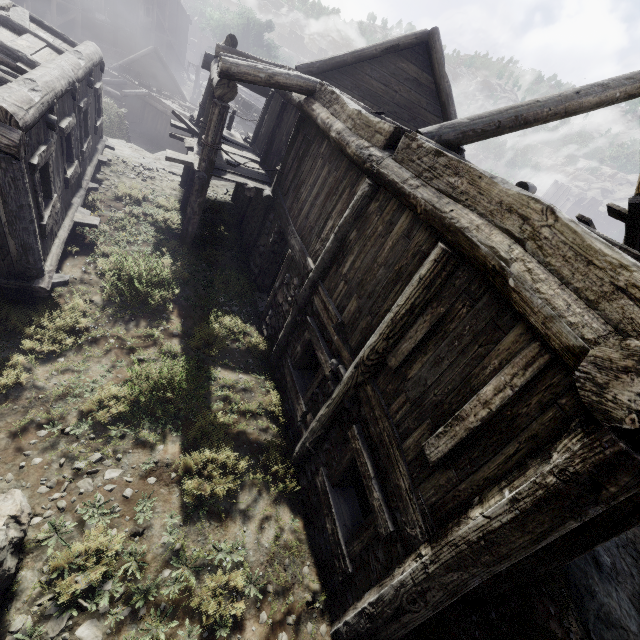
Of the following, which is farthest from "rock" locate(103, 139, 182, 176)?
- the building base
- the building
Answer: the building base

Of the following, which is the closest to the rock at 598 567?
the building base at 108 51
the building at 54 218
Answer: the building at 54 218

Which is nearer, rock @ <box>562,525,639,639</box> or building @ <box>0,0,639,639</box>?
building @ <box>0,0,639,639</box>

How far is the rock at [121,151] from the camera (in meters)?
13.78

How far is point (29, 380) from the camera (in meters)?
5.27

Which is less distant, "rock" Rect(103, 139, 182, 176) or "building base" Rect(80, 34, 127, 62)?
"rock" Rect(103, 139, 182, 176)

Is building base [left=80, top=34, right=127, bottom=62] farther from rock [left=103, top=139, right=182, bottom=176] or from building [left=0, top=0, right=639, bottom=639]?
rock [left=103, top=139, right=182, bottom=176]
